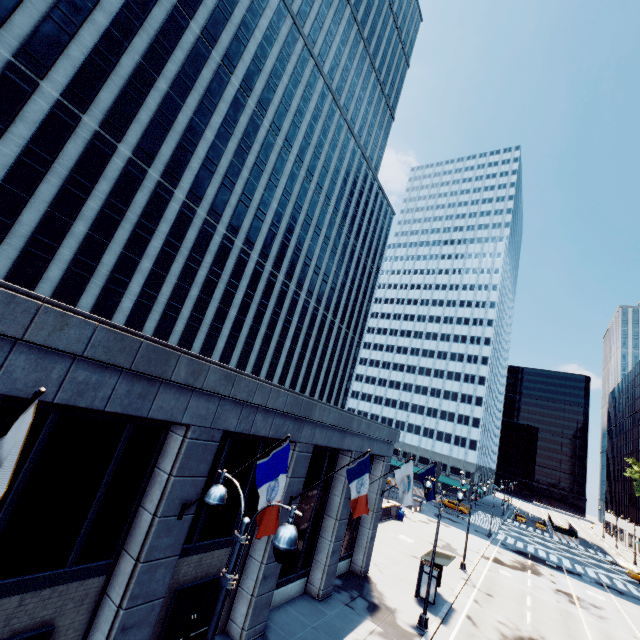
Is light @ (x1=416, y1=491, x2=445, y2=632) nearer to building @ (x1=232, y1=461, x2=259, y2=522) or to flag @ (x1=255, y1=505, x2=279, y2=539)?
building @ (x1=232, y1=461, x2=259, y2=522)

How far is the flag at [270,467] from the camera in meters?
8.6 m

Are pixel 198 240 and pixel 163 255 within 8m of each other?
yes

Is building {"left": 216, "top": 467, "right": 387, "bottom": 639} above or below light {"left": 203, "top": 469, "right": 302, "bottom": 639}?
below

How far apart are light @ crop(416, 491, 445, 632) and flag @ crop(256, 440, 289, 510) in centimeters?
1477cm

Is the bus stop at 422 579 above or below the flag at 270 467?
below

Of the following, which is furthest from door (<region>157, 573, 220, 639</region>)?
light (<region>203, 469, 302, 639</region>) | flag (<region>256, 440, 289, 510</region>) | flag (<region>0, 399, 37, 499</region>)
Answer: flag (<region>0, 399, 37, 499</region>)

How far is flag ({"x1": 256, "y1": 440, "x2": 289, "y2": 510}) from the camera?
8.6m
